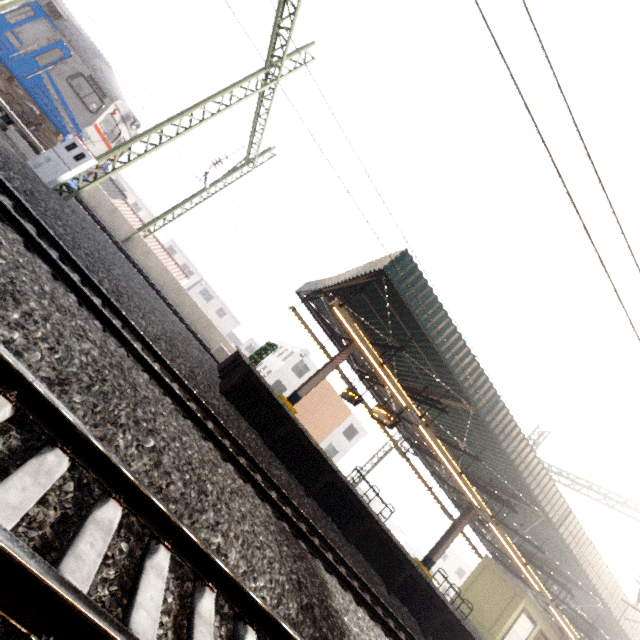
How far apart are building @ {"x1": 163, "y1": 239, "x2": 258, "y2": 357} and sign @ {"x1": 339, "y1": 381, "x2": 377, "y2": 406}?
42.94m

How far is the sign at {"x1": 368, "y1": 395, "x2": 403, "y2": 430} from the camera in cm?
1095

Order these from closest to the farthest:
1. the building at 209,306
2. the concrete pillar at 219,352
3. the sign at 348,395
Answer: the sign at 348,395 → the concrete pillar at 219,352 → the building at 209,306

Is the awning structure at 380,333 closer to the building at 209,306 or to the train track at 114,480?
the train track at 114,480

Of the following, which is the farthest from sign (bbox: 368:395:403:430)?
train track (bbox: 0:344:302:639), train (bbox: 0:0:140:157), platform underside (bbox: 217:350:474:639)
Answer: train (bbox: 0:0:140:157)

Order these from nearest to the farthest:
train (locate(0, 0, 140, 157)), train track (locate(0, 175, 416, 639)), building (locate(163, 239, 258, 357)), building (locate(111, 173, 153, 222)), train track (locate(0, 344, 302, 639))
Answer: train track (locate(0, 344, 302, 639))
train track (locate(0, 175, 416, 639))
train (locate(0, 0, 140, 157))
building (locate(111, 173, 153, 222))
building (locate(163, 239, 258, 357))

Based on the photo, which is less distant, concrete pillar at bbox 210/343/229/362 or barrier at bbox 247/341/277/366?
barrier at bbox 247/341/277/366

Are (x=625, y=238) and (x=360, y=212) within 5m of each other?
yes
